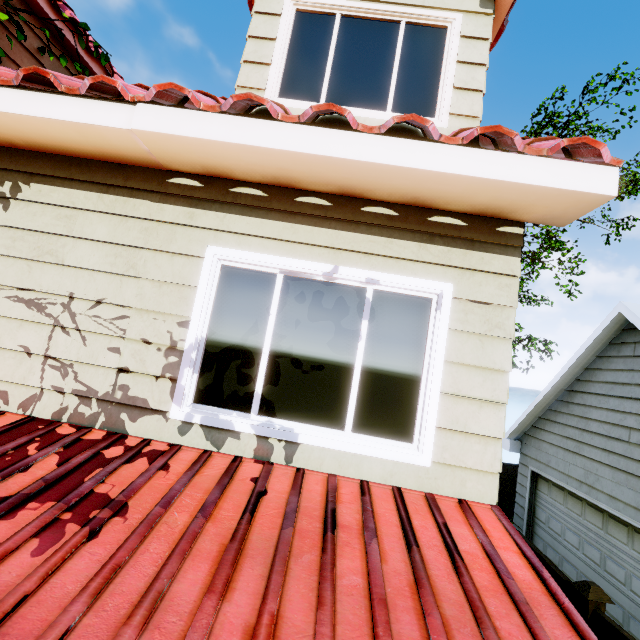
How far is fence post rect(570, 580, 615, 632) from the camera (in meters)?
4.00

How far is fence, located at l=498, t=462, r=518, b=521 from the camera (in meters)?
11.82

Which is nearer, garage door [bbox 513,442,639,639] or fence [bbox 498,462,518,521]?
garage door [bbox 513,442,639,639]

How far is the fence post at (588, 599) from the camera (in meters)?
4.00

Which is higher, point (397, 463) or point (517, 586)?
point (397, 463)

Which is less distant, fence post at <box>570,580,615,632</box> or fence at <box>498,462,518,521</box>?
fence post at <box>570,580,615,632</box>

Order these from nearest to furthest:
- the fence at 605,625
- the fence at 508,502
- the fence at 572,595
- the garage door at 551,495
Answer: the fence at 605,625
the fence at 572,595
the garage door at 551,495
the fence at 508,502

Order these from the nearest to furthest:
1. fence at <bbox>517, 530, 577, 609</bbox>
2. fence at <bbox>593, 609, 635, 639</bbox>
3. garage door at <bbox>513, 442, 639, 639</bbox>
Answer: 1. fence at <bbox>593, 609, 635, 639</bbox>
2. fence at <bbox>517, 530, 577, 609</bbox>
3. garage door at <bbox>513, 442, 639, 639</bbox>
